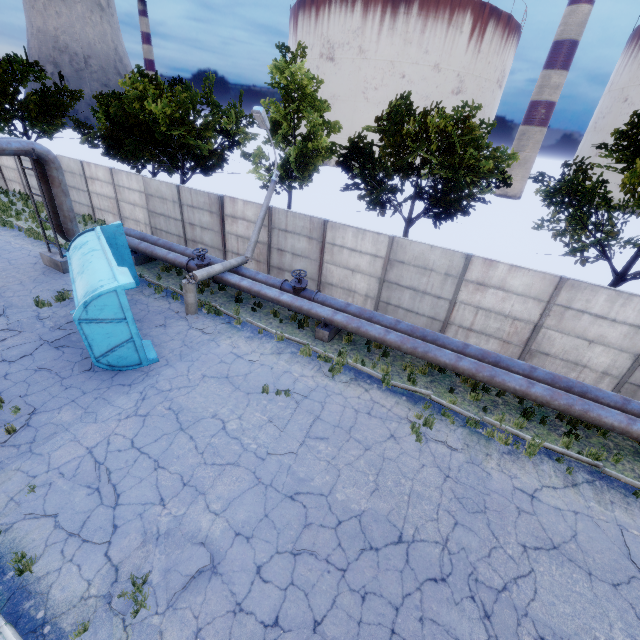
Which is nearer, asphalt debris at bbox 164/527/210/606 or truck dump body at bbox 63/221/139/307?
asphalt debris at bbox 164/527/210/606

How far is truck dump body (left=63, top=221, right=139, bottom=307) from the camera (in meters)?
9.09

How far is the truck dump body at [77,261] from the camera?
9.1m

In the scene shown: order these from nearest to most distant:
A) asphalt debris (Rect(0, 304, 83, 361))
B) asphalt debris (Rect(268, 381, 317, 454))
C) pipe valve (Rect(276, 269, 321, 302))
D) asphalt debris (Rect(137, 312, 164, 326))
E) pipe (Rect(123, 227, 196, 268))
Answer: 1. asphalt debris (Rect(268, 381, 317, 454))
2. asphalt debris (Rect(0, 304, 83, 361))
3. asphalt debris (Rect(137, 312, 164, 326))
4. pipe valve (Rect(276, 269, 321, 302))
5. pipe (Rect(123, 227, 196, 268))

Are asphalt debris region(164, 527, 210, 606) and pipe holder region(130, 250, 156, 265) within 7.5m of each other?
no

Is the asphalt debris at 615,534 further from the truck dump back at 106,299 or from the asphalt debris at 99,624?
the truck dump back at 106,299

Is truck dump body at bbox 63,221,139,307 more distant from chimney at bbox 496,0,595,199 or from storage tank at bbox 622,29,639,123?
storage tank at bbox 622,29,639,123

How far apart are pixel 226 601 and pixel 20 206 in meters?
29.4 m
